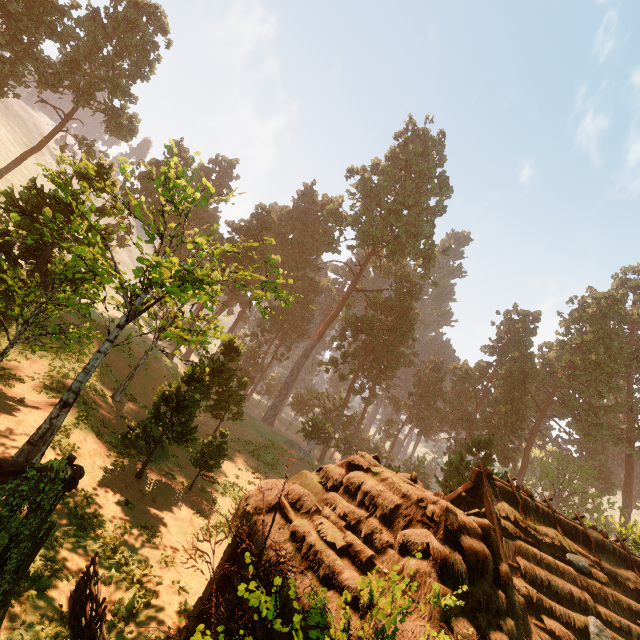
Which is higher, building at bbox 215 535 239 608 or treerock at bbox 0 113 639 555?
treerock at bbox 0 113 639 555

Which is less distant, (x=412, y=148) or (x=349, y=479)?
(x=349, y=479)

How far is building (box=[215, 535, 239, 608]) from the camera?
8.67m

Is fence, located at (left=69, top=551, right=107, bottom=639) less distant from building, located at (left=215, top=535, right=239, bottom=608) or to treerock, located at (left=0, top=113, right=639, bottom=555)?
treerock, located at (left=0, top=113, right=639, bottom=555)

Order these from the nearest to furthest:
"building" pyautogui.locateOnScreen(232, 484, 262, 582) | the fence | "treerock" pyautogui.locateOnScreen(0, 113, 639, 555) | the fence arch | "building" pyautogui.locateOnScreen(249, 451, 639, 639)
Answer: the fence arch < "building" pyautogui.locateOnScreen(249, 451, 639, 639) < the fence < "building" pyautogui.locateOnScreen(232, 484, 262, 582) < "treerock" pyautogui.locateOnScreen(0, 113, 639, 555)

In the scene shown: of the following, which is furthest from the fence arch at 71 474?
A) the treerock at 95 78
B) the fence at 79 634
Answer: the fence at 79 634

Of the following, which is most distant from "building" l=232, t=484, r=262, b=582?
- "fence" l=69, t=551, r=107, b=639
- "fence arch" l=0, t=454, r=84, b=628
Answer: "fence" l=69, t=551, r=107, b=639

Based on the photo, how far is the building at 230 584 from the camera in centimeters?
867cm
